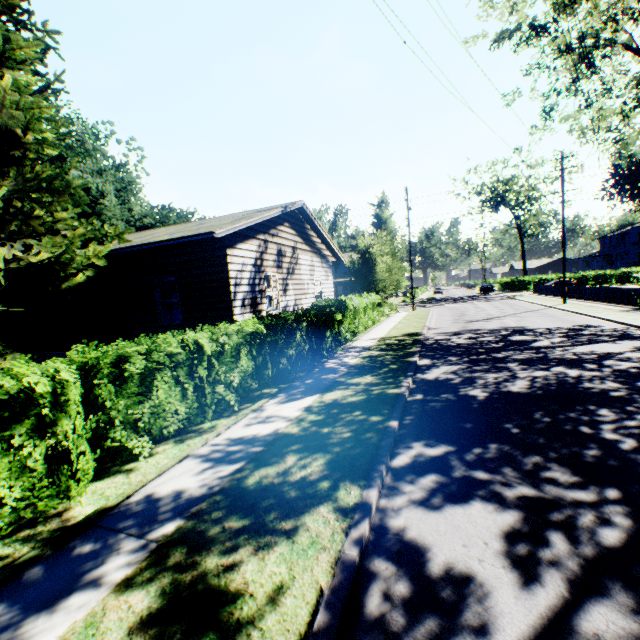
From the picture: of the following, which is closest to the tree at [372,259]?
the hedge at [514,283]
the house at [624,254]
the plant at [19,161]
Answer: the plant at [19,161]

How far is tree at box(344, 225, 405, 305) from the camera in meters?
23.0 m

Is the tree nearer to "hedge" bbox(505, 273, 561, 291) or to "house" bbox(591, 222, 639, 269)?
"hedge" bbox(505, 273, 561, 291)

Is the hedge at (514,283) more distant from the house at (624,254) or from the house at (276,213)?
the house at (276,213)

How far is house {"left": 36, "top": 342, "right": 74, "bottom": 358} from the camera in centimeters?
1303cm

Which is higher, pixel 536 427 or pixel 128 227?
pixel 128 227

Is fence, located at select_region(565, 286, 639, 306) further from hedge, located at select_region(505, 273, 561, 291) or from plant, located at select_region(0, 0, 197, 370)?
plant, located at select_region(0, 0, 197, 370)

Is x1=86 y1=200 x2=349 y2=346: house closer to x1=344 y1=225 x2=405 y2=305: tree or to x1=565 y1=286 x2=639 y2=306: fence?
x1=344 y1=225 x2=405 y2=305: tree
